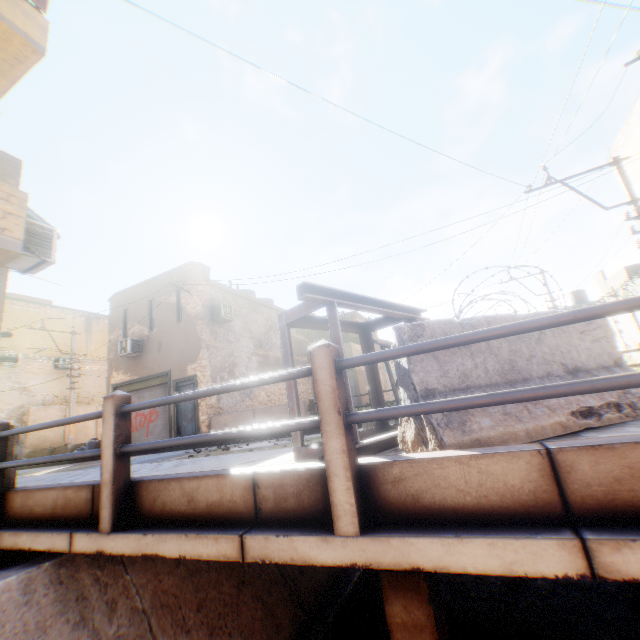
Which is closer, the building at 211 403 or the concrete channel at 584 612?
the concrete channel at 584 612

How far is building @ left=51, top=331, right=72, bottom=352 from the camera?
24.30m

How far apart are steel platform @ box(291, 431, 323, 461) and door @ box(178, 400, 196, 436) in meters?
9.8 m

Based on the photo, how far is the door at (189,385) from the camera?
14.8 meters

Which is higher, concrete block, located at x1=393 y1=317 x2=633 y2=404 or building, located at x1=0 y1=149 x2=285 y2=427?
building, located at x1=0 y1=149 x2=285 y2=427

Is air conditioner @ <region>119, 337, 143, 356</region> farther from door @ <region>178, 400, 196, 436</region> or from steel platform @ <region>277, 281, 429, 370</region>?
steel platform @ <region>277, 281, 429, 370</region>

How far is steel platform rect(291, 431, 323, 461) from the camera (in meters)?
3.09

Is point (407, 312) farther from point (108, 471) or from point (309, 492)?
point (108, 471)
